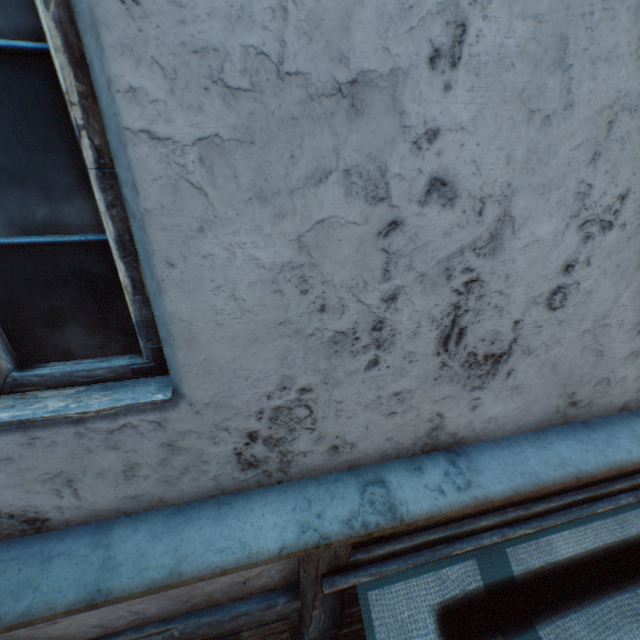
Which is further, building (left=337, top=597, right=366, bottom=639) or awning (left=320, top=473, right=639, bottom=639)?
building (left=337, top=597, right=366, bottom=639)

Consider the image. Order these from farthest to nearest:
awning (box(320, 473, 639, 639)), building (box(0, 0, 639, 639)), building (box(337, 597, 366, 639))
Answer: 1. building (box(337, 597, 366, 639))
2. awning (box(320, 473, 639, 639))
3. building (box(0, 0, 639, 639))

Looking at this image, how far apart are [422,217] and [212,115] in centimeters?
55cm

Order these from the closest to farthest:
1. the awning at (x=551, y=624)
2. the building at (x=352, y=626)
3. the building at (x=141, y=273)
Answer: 1. the building at (x=141, y=273)
2. the awning at (x=551, y=624)
3. the building at (x=352, y=626)

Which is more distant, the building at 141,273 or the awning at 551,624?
the awning at 551,624

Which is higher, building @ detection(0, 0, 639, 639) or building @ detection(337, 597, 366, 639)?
building @ detection(0, 0, 639, 639)

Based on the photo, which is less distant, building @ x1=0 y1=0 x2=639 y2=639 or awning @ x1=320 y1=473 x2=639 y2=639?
building @ x1=0 y1=0 x2=639 y2=639

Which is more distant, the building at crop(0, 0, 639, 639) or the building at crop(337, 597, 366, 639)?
the building at crop(337, 597, 366, 639)
